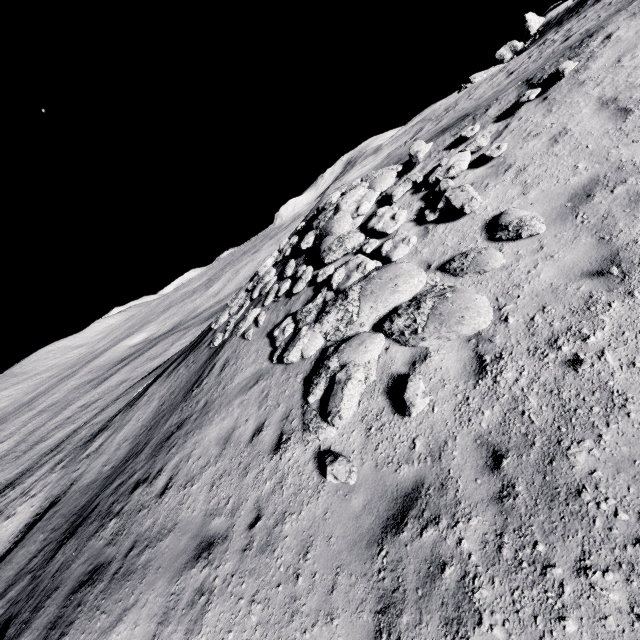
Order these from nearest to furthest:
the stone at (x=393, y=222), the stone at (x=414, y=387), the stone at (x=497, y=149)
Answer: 1. the stone at (x=414, y=387)
2. the stone at (x=497, y=149)
3. the stone at (x=393, y=222)

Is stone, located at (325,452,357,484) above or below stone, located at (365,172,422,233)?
below

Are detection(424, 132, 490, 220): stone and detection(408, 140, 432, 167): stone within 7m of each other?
yes

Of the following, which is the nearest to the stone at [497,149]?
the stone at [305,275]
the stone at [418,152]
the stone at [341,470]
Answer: the stone at [418,152]

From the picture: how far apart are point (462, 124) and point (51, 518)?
23.1 meters

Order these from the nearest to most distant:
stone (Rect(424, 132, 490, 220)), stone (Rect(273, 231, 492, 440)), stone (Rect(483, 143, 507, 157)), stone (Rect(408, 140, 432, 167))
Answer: stone (Rect(273, 231, 492, 440)), stone (Rect(424, 132, 490, 220)), stone (Rect(483, 143, 507, 157)), stone (Rect(408, 140, 432, 167))

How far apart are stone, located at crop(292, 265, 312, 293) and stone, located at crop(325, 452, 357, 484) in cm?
623

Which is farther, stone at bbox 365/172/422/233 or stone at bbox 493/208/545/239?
stone at bbox 365/172/422/233
